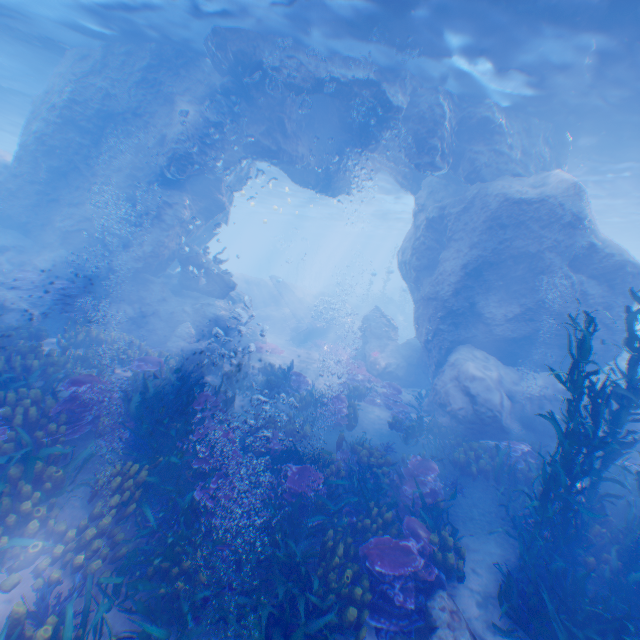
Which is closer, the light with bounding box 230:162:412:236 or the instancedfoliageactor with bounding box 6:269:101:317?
the instancedfoliageactor with bounding box 6:269:101:317

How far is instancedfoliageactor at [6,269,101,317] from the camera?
12.7m

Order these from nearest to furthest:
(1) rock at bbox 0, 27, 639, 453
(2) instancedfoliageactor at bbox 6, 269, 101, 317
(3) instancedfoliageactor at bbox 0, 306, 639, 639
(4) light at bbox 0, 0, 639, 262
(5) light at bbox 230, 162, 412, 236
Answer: (3) instancedfoliageactor at bbox 0, 306, 639, 639, (4) light at bbox 0, 0, 639, 262, (1) rock at bbox 0, 27, 639, 453, (2) instancedfoliageactor at bbox 6, 269, 101, 317, (5) light at bbox 230, 162, 412, 236

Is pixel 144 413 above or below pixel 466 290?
below

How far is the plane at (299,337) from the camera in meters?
24.6

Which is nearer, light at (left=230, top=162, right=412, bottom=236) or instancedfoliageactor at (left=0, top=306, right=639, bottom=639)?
instancedfoliageactor at (left=0, top=306, right=639, bottom=639)

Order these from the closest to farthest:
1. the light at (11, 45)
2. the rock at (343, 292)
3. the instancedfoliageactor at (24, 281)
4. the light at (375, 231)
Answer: the light at (11, 45) → the instancedfoliageactor at (24, 281) → the light at (375, 231) → the rock at (343, 292)

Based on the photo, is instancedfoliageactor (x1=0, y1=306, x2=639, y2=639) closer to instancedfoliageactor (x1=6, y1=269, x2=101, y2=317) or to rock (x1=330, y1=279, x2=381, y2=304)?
instancedfoliageactor (x1=6, y1=269, x2=101, y2=317)
